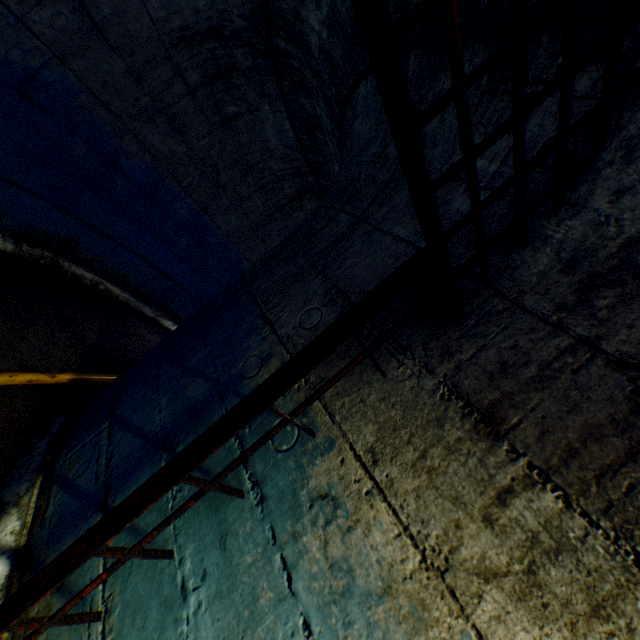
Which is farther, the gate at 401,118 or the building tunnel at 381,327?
the building tunnel at 381,327

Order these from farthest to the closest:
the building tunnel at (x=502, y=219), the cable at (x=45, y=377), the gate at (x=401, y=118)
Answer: the cable at (x=45, y=377) < the building tunnel at (x=502, y=219) < the gate at (x=401, y=118)

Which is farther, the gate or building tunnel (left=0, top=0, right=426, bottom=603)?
building tunnel (left=0, top=0, right=426, bottom=603)

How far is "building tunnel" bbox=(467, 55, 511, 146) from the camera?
1.2 meters

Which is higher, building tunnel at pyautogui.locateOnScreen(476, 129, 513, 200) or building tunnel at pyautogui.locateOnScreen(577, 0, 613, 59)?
building tunnel at pyautogui.locateOnScreen(577, 0, 613, 59)

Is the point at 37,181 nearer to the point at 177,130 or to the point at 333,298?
the point at 177,130
